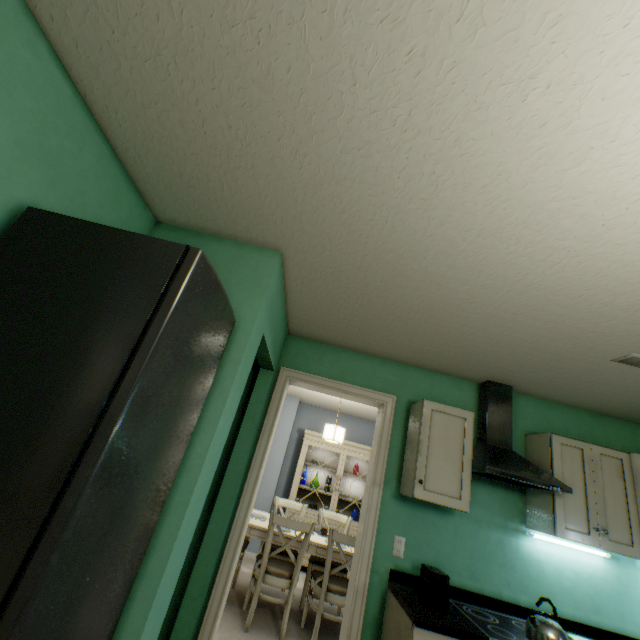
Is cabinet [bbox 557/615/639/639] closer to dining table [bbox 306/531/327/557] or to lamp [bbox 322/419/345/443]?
dining table [bbox 306/531/327/557]

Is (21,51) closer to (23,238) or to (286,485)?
(23,238)

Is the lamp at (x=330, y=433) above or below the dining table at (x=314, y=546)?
above

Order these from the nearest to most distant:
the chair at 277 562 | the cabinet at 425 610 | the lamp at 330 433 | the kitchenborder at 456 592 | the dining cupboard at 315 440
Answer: the cabinet at 425 610, the kitchenborder at 456 592, the chair at 277 562, the lamp at 330 433, the dining cupboard at 315 440

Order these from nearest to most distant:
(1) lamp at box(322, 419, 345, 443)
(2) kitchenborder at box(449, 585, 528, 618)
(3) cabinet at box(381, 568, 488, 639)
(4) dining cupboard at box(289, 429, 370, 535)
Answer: (3) cabinet at box(381, 568, 488, 639)
(2) kitchenborder at box(449, 585, 528, 618)
(1) lamp at box(322, 419, 345, 443)
(4) dining cupboard at box(289, 429, 370, 535)

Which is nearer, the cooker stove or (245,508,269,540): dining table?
the cooker stove

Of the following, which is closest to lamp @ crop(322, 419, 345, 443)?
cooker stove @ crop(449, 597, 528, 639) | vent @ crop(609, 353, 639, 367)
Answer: cooker stove @ crop(449, 597, 528, 639)

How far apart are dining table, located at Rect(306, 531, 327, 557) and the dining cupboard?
1.0 meters
